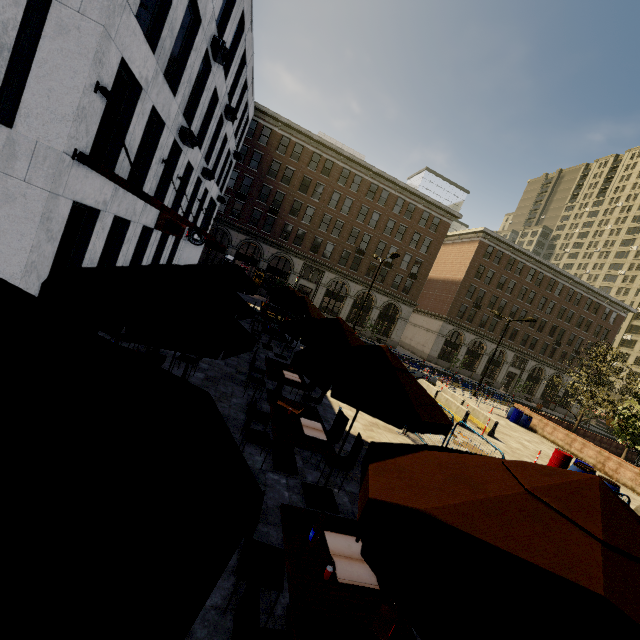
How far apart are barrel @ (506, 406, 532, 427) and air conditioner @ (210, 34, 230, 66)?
27.2m

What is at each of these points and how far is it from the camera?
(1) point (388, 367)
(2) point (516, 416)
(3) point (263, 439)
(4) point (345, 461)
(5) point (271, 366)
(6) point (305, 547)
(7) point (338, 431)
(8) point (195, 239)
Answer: (1) umbrella, 5.0 meters
(2) barrel, 23.0 meters
(3) chair, 5.9 meters
(4) chair, 6.4 meters
(5) table, 9.4 meters
(6) table, 3.4 meters
(7) chair, 7.2 meters
(8) sign, 22.6 meters

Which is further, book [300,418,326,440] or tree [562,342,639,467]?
tree [562,342,639,467]

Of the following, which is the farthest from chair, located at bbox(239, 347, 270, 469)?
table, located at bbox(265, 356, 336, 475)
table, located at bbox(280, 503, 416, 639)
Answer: table, located at bbox(280, 503, 416, 639)

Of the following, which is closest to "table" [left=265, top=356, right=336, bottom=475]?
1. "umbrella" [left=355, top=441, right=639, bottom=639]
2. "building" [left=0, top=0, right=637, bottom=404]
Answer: "umbrella" [left=355, top=441, right=639, bottom=639]

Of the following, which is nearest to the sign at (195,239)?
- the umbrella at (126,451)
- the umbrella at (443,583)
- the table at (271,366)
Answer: the table at (271,366)

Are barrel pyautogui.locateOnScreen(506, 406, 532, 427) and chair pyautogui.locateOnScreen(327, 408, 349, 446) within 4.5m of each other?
no

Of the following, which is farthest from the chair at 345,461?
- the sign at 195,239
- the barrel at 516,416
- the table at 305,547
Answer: the barrel at 516,416
